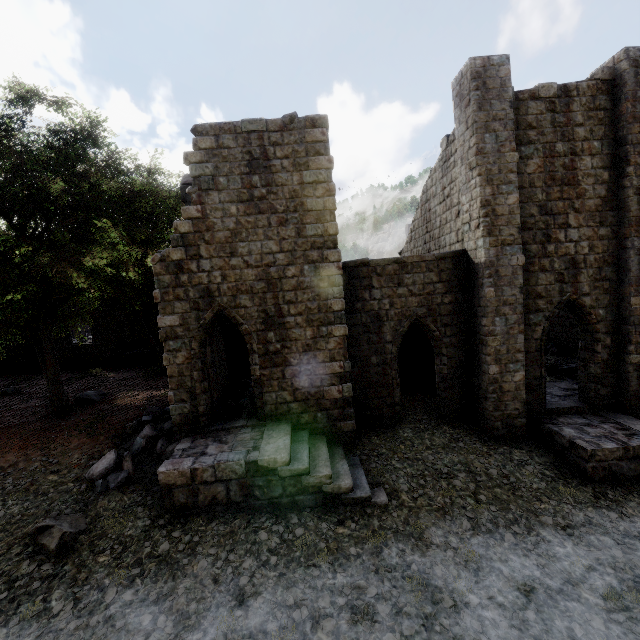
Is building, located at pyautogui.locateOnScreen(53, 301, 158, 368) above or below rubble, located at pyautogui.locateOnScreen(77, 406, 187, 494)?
above

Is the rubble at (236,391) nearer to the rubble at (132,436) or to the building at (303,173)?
the building at (303,173)

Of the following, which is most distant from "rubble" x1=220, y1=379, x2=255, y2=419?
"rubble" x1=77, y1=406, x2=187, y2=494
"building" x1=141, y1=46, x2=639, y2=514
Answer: "rubble" x1=77, y1=406, x2=187, y2=494

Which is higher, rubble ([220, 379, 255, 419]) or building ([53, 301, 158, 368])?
building ([53, 301, 158, 368])

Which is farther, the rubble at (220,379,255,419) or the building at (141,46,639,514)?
the rubble at (220,379,255,419)

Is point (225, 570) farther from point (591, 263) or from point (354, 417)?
point (591, 263)

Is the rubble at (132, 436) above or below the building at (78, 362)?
below

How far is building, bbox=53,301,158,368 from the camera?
23.2 meters
